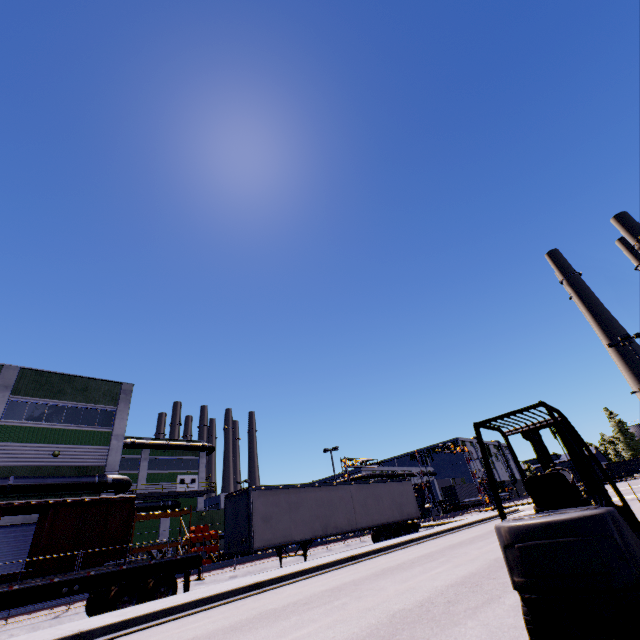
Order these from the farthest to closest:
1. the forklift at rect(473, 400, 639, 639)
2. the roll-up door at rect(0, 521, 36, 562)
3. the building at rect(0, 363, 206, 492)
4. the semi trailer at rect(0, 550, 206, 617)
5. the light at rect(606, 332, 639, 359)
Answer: the light at rect(606, 332, 639, 359) < the building at rect(0, 363, 206, 492) < the roll-up door at rect(0, 521, 36, 562) < the semi trailer at rect(0, 550, 206, 617) < the forklift at rect(473, 400, 639, 639)

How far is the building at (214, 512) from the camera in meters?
35.5

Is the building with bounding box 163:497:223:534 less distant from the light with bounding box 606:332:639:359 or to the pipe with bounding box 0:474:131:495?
the pipe with bounding box 0:474:131:495

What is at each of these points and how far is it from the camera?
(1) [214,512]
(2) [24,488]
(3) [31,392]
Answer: (1) building, 37.1m
(2) pipe, 20.6m
(3) building, 24.4m

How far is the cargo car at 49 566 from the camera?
16.7 meters

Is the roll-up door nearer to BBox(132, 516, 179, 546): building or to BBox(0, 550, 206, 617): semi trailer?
BBox(132, 516, 179, 546): building

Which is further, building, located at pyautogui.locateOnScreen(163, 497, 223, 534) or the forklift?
building, located at pyautogui.locateOnScreen(163, 497, 223, 534)

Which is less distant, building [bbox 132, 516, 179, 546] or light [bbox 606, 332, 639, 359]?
light [bbox 606, 332, 639, 359]
